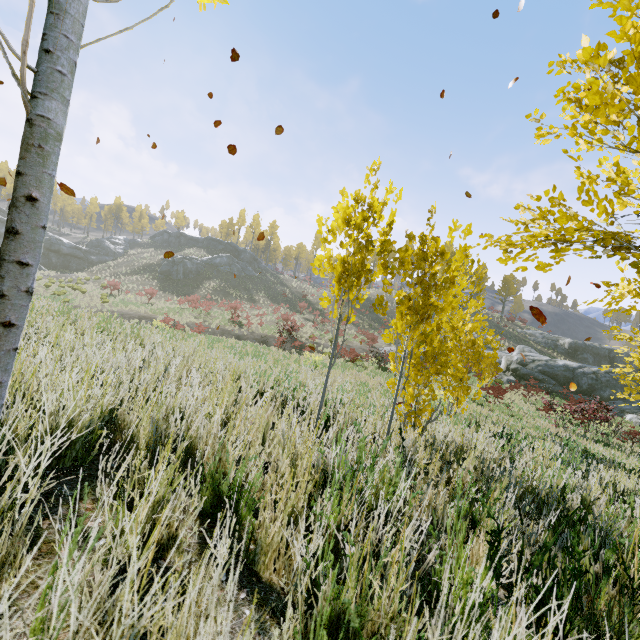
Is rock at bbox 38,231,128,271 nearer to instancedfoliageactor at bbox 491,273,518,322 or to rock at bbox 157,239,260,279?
rock at bbox 157,239,260,279

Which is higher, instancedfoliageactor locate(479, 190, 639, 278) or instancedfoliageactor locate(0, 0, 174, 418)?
instancedfoliageactor locate(479, 190, 639, 278)

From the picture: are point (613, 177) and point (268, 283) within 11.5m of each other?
no

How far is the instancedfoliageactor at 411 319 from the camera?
2.7 meters

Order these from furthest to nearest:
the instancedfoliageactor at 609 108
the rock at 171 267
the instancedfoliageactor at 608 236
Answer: the rock at 171 267 → the instancedfoliageactor at 608 236 → the instancedfoliageactor at 609 108

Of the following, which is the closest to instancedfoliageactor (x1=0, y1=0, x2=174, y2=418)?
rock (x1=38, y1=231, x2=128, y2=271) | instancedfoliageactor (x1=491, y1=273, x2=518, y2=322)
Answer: instancedfoliageactor (x1=491, y1=273, x2=518, y2=322)

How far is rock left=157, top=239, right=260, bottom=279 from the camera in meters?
46.3 m

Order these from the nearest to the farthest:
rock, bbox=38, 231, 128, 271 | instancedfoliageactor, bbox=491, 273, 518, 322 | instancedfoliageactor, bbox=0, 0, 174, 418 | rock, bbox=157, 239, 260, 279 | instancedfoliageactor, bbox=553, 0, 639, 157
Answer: instancedfoliageactor, bbox=0, 0, 174, 418 → instancedfoliageactor, bbox=553, 0, 639, 157 → rock, bbox=38, 231, 128, 271 → rock, bbox=157, 239, 260, 279 → instancedfoliageactor, bbox=491, 273, 518, 322
